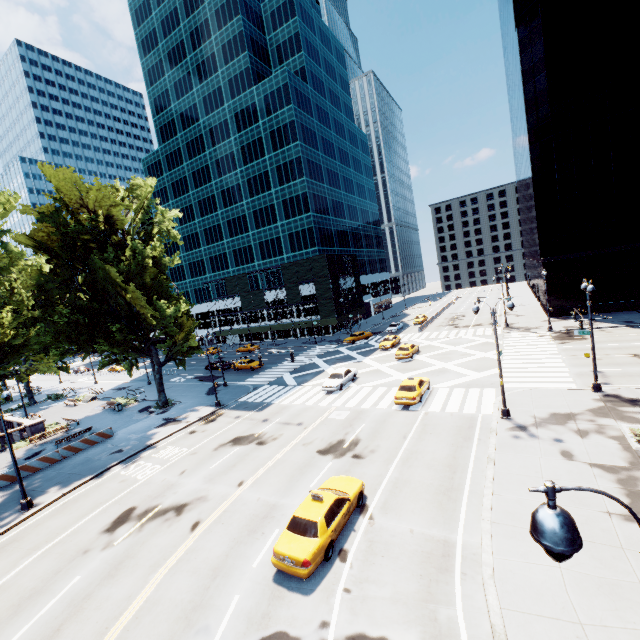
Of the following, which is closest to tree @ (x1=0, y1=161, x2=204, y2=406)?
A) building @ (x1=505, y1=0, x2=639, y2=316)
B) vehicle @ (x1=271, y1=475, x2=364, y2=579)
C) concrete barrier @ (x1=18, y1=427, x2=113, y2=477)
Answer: concrete barrier @ (x1=18, y1=427, x2=113, y2=477)

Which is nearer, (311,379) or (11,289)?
(311,379)

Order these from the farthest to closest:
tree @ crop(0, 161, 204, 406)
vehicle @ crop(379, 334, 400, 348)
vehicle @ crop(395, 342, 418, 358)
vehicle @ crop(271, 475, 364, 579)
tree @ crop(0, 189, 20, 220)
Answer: vehicle @ crop(379, 334, 400, 348) → vehicle @ crop(395, 342, 418, 358) → tree @ crop(0, 161, 204, 406) → tree @ crop(0, 189, 20, 220) → vehicle @ crop(271, 475, 364, 579)

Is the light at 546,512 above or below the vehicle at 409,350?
above

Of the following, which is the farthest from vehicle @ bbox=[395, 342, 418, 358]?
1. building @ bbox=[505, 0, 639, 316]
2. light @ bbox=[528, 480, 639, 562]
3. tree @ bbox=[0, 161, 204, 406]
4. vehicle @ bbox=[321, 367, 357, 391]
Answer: light @ bbox=[528, 480, 639, 562]

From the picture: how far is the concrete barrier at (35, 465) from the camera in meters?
23.9 m

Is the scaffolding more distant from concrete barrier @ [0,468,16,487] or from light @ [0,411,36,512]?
light @ [0,411,36,512]

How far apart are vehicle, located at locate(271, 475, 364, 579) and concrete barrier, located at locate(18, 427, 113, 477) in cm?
2306
